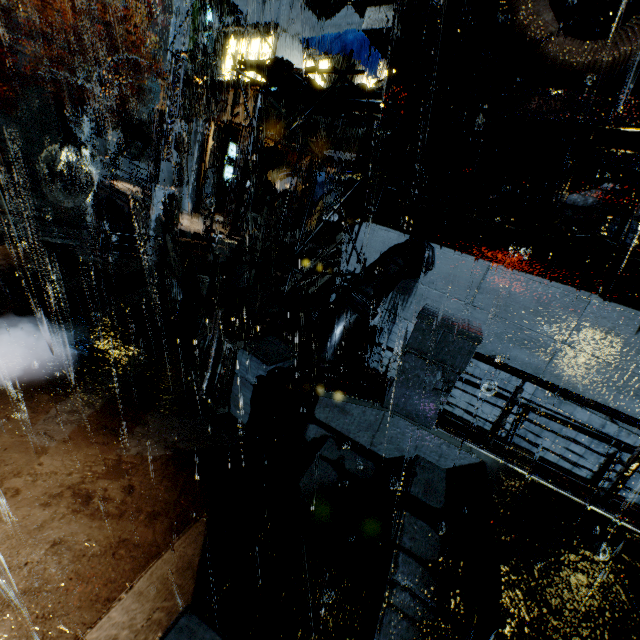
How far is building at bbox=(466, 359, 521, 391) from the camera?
7.94m

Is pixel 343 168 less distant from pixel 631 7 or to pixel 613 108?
pixel 613 108

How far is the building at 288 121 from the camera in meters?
16.8

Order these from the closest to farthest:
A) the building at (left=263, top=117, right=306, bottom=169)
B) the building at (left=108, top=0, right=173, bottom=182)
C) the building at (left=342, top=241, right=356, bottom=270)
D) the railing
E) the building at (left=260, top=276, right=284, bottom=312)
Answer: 1. the railing
2. the building at (left=342, top=241, right=356, bottom=270)
3. the building at (left=260, top=276, right=284, bottom=312)
4. the building at (left=263, top=117, right=306, bottom=169)
5. the building at (left=108, top=0, right=173, bottom=182)

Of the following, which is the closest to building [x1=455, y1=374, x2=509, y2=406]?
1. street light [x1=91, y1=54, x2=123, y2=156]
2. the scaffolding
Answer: the scaffolding

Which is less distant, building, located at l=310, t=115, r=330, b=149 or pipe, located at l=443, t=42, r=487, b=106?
pipe, located at l=443, t=42, r=487, b=106

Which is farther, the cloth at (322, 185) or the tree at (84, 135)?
the tree at (84, 135)

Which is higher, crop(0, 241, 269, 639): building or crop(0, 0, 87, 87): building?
crop(0, 0, 87, 87): building
